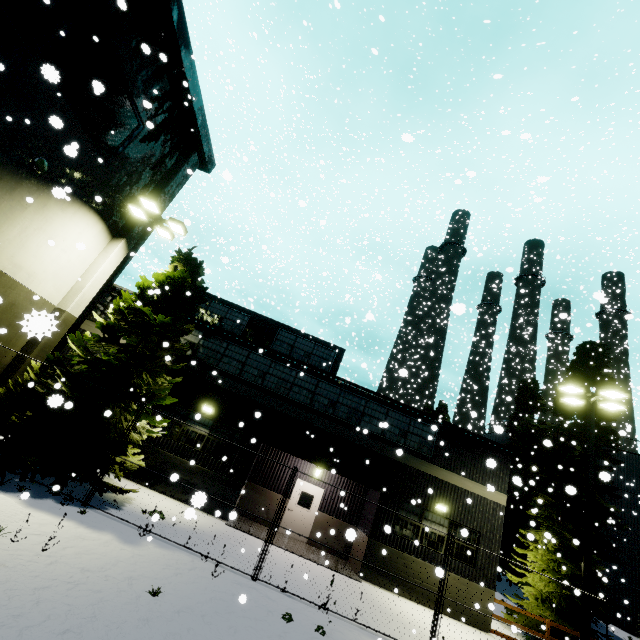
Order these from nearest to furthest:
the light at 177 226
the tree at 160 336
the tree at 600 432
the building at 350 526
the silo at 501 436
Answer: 1. the tree at 160 336
2. the light at 177 226
3. the building at 350 526
4. the tree at 600 432
5. the silo at 501 436

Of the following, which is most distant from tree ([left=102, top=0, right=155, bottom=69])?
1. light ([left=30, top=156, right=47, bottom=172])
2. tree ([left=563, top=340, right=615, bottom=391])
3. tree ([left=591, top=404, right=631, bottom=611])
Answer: tree ([left=563, top=340, right=615, bottom=391])

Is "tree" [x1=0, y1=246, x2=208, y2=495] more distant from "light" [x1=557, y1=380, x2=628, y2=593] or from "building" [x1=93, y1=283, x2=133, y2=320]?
"light" [x1=557, y1=380, x2=628, y2=593]

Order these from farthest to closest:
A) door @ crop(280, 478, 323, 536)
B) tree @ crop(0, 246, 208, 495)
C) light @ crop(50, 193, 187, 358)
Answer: door @ crop(280, 478, 323, 536), light @ crop(50, 193, 187, 358), tree @ crop(0, 246, 208, 495)

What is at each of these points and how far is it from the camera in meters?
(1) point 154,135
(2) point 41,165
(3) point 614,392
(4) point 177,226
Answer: (1) tree, 14.0 m
(2) light, 9.9 m
(3) light, 12.1 m
(4) light, 13.4 m

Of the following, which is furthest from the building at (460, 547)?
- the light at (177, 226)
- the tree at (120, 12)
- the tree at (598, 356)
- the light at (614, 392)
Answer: the tree at (598, 356)

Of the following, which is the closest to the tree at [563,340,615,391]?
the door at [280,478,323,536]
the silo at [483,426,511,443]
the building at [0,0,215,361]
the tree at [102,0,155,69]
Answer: the silo at [483,426,511,443]

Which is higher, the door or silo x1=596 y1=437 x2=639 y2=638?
silo x1=596 y1=437 x2=639 y2=638
